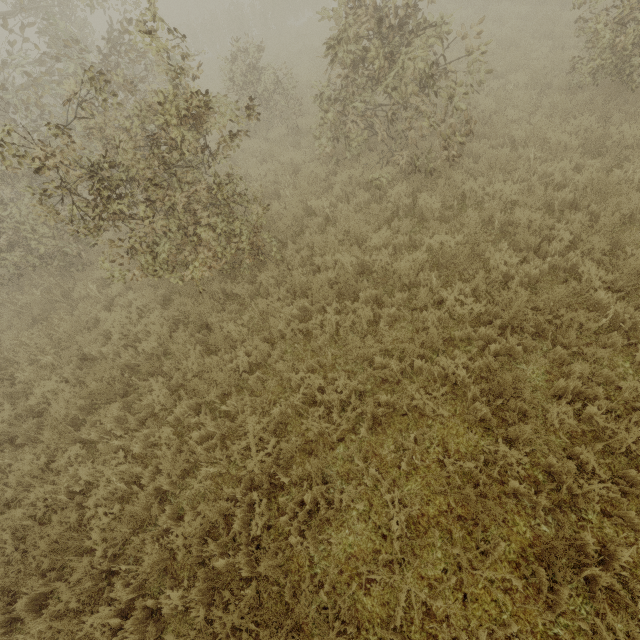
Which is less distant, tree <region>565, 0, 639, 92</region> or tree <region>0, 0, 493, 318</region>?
tree <region>0, 0, 493, 318</region>

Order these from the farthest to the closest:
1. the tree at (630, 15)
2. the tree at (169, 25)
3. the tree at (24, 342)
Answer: the tree at (24, 342), the tree at (630, 15), the tree at (169, 25)

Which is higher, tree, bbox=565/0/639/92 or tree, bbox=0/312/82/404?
tree, bbox=565/0/639/92

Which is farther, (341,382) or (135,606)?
(341,382)

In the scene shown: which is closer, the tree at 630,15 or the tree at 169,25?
the tree at 169,25

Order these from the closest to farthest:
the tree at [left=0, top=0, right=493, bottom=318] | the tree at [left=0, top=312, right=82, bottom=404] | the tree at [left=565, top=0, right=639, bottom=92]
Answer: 1. the tree at [left=0, top=0, right=493, bottom=318]
2. the tree at [left=565, top=0, right=639, bottom=92]
3. the tree at [left=0, top=312, right=82, bottom=404]
